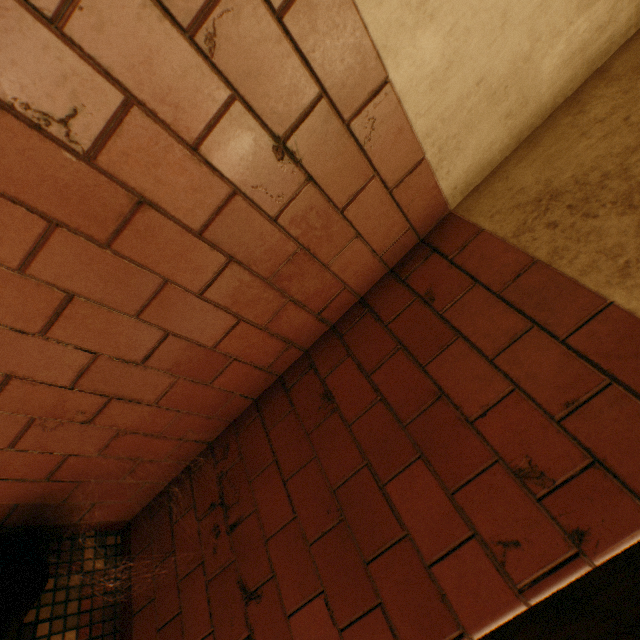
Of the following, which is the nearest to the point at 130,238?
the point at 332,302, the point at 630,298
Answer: the point at 332,302

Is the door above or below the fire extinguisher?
above

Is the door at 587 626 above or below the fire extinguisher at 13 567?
above
